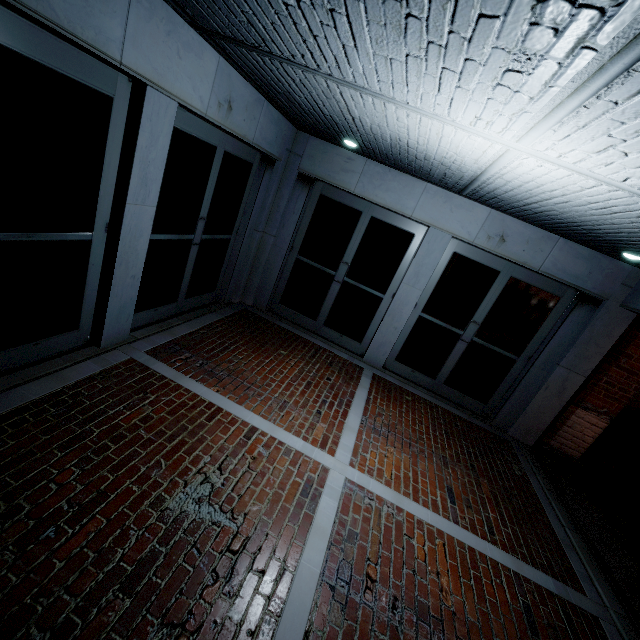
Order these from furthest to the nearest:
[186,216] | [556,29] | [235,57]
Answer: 1. [186,216]
2. [235,57]
3. [556,29]
